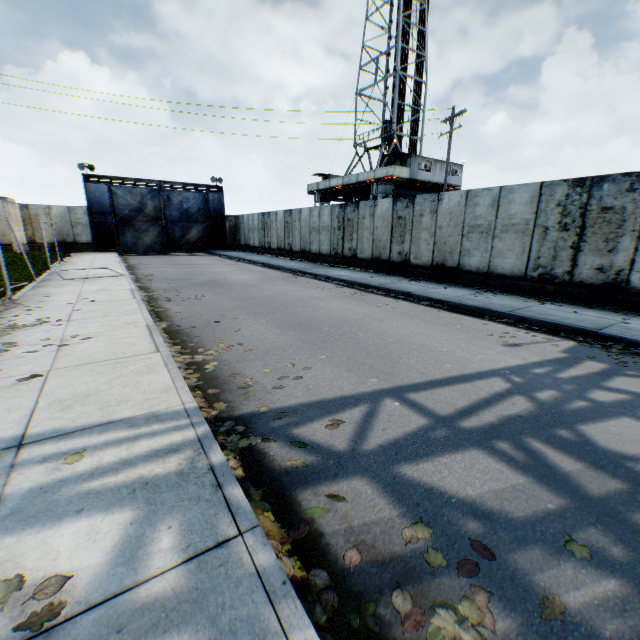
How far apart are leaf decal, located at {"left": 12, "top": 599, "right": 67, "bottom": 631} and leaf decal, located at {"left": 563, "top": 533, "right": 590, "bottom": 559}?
3.0 meters

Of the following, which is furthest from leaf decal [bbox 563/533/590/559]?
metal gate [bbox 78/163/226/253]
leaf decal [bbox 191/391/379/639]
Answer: metal gate [bbox 78/163/226/253]

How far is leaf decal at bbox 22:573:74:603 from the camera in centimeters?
161cm

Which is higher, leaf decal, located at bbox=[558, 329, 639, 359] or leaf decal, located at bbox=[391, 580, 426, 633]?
leaf decal, located at bbox=[558, 329, 639, 359]

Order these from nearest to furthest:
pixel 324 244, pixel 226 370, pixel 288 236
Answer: pixel 226 370 < pixel 324 244 < pixel 288 236

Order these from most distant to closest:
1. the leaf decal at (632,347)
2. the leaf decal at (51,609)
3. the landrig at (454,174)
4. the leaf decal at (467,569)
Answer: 1. the landrig at (454,174)
2. the leaf decal at (632,347)
3. the leaf decal at (467,569)
4. the leaf decal at (51,609)

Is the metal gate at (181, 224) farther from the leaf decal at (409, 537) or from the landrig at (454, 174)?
the leaf decal at (409, 537)
